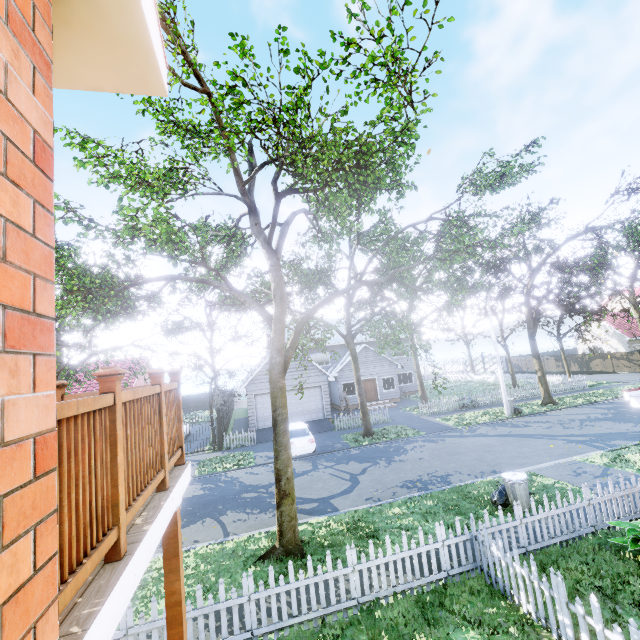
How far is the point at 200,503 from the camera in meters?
12.6 m

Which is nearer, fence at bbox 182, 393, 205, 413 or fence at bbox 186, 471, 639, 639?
fence at bbox 186, 471, 639, 639

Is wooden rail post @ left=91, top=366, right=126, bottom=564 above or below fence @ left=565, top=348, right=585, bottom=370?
above

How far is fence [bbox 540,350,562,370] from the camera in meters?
42.1

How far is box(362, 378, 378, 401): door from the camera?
30.03m

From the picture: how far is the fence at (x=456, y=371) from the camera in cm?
3884

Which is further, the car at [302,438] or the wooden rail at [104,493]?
the car at [302,438]

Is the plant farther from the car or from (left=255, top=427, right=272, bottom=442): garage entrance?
(left=255, top=427, right=272, bottom=442): garage entrance
